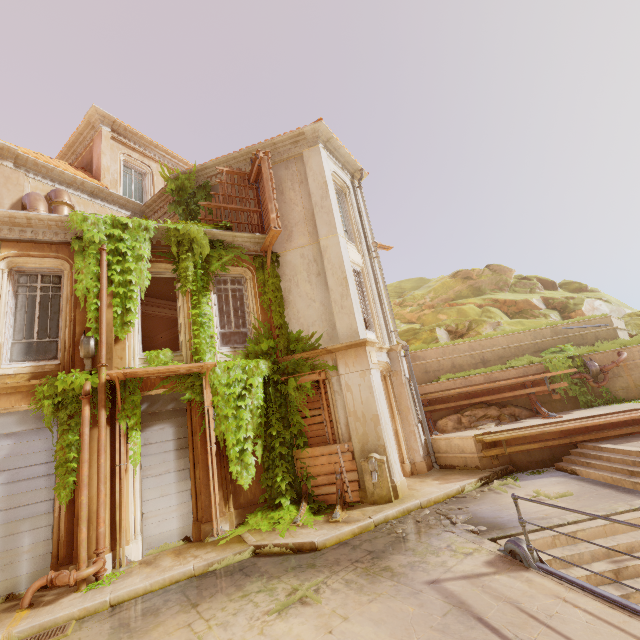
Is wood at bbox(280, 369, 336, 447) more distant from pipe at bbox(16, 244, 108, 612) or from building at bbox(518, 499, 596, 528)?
pipe at bbox(16, 244, 108, 612)

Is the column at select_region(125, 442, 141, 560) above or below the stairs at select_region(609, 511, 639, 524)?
above

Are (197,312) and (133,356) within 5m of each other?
yes

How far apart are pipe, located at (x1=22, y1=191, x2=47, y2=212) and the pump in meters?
11.8

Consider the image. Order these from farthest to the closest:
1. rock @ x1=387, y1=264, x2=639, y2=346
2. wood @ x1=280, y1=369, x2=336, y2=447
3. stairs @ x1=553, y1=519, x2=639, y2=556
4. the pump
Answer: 1. rock @ x1=387, y1=264, x2=639, y2=346
2. wood @ x1=280, y1=369, x2=336, y2=447
3. the pump
4. stairs @ x1=553, y1=519, x2=639, y2=556

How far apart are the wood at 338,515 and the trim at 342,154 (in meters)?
11.21

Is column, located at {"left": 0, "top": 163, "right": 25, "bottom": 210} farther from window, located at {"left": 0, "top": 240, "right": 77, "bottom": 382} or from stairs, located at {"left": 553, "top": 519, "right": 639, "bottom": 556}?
stairs, located at {"left": 553, "top": 519, "right": 639, "bottom": 556}

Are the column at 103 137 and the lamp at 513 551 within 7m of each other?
no
